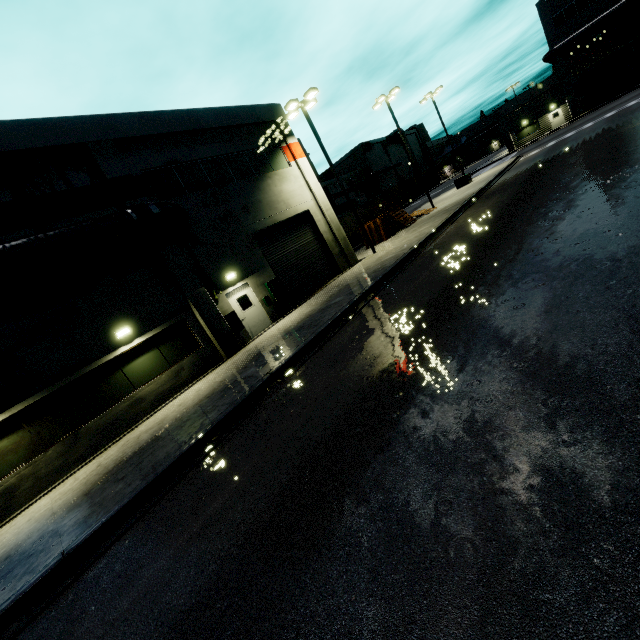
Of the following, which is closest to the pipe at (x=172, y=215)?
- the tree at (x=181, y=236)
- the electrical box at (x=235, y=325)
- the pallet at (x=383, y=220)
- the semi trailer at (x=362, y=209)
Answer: the tree at (x=181, y=236)

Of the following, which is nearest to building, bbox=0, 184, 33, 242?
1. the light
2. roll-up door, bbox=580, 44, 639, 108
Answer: roll-up door, bbox=580, 44, 639, 108

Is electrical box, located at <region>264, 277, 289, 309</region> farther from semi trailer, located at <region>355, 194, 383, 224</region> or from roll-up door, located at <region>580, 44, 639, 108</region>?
semi trailer, located at <region>355, 194, 383, 224</region>

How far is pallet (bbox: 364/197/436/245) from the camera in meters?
24.6

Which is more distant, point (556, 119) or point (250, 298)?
point (556, 119)

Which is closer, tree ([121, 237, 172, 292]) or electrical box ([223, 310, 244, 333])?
tree ([121, 237, 172, 292])

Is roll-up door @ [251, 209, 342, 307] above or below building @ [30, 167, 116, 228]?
below

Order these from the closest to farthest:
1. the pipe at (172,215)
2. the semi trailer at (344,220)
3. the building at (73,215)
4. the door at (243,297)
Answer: the pipe at (172,215) → the building at (73,215) → the door at (243,297) → the semi trailer at (344,220)
